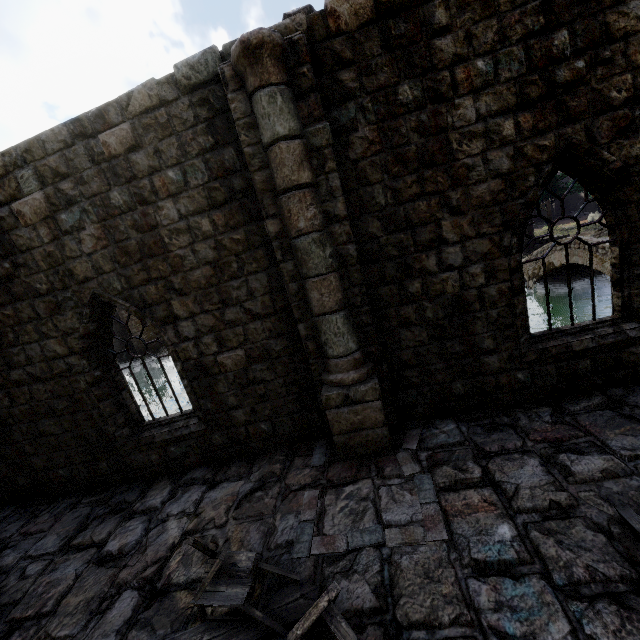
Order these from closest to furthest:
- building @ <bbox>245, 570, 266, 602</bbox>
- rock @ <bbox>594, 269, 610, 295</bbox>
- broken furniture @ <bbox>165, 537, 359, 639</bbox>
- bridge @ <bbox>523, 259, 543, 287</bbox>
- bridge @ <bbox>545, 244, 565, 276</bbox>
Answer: broken furniture @ <bbox>165, 537, 359, 639</bbox> → building @ <bbox>245, 570, 266, 602</bbox> → bridge @ <bbox>545, 244, 565, 276</bbox> → rock @ <bbox>594, 269, 610, 295</bbox> → bridge @ <bbox>523, 259, 543, 287</bbox>

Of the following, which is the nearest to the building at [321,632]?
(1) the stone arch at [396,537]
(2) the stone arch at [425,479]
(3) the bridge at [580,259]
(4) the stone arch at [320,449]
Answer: (1) the stone arch at [396,537]

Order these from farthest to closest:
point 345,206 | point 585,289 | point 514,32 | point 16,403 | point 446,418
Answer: point 585,289
point 16,403
point 446,418
point 345,206
point 514,32

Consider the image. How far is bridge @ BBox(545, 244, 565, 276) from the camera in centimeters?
2133cm

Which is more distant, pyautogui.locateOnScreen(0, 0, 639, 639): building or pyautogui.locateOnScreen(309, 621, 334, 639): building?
pyautogui.locateOnScreen(0, 0, 639, 639): building

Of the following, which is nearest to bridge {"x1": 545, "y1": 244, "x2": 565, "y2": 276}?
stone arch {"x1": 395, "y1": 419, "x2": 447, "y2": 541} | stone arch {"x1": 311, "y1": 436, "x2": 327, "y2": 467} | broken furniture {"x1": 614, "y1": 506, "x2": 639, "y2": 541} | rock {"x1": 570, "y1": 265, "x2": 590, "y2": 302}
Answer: rock {"x1": 570, "y1": 265, "x2": 590, "y2": 302}

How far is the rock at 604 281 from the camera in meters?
23.1

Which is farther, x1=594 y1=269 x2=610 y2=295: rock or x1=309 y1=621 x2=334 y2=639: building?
x1=594 y1=269 x2=610 y2=295: rock
